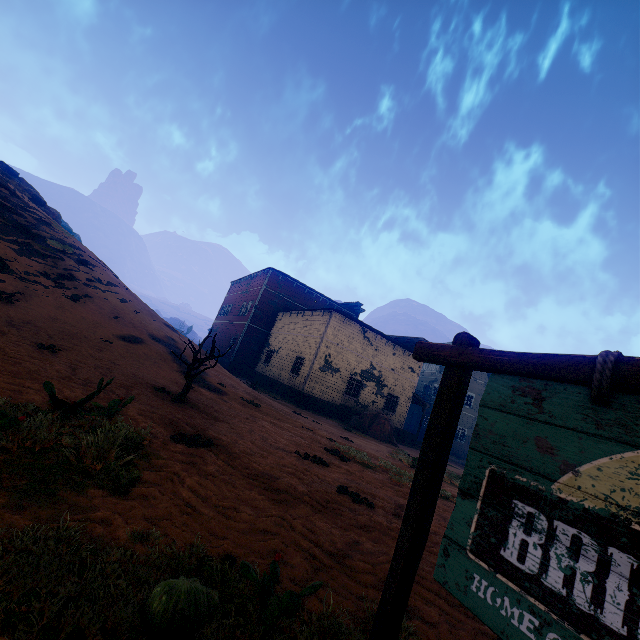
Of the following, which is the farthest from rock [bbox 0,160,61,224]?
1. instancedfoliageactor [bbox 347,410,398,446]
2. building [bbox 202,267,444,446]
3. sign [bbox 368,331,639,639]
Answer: sign [bbox 368,331,639,639]

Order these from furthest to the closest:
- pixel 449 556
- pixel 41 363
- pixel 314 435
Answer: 1. pixel 314 435
2. pixel 41 363
3. pixel 449 556

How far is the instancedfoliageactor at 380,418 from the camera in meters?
20.7

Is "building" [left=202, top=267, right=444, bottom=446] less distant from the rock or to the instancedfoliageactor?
the instancedfoliageactor

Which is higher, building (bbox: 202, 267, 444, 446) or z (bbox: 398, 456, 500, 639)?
building (bbox: 202, 267, 444, 446)

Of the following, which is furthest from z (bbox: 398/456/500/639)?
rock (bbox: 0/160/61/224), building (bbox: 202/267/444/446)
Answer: rock (bbox: 0/160/61/224)

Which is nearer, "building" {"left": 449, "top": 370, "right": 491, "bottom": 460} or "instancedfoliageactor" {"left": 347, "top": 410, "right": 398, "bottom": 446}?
"instancedfoliageactor" {"left": 347, "top": 410, "right": 398, "bottom": 446}

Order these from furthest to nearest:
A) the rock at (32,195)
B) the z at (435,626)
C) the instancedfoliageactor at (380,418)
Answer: the rock at (32,195), the instancedfoliageactor at (380,418), the z at (435,626)
